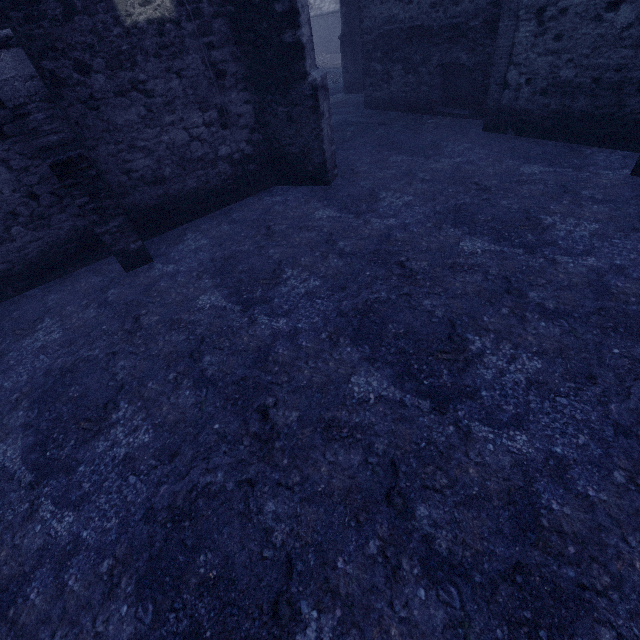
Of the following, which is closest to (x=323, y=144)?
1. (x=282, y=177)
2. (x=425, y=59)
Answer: (x=282, y=177)
